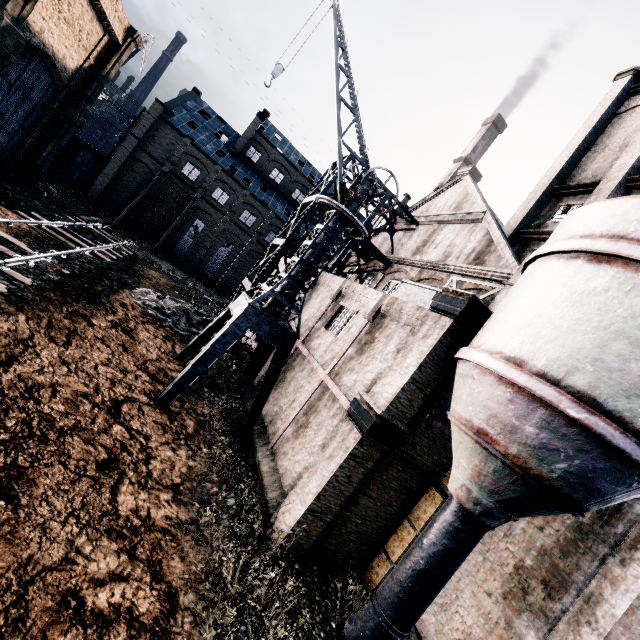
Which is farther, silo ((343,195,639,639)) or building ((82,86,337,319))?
building ((82,86,337,319))

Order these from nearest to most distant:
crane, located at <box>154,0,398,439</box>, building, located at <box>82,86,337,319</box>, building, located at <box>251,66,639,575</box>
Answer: building, located at <box>251,66,639,575</box>
crane, located at <box>154,0,398,439</box>
building, located at <box>82,86,337,319</box>

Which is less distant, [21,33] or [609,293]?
[609,293]

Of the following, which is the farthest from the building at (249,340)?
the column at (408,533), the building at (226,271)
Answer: the building at (226,271)

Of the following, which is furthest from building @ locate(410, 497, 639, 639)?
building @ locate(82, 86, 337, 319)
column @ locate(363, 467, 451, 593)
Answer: building @ locate(82, 86, 337, 319)

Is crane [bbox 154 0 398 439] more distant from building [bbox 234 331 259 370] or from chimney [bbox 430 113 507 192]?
chimney [bbox 430 113 507 192]

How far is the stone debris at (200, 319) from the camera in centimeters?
2009cm

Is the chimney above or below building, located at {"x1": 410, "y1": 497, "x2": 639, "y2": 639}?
above
